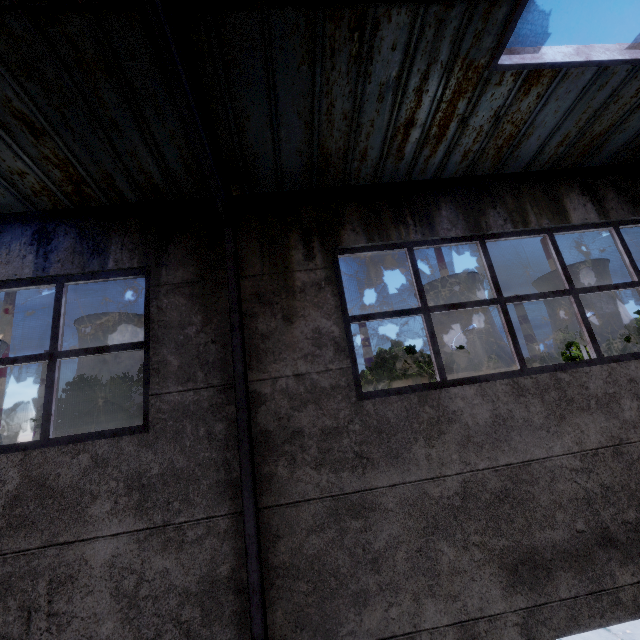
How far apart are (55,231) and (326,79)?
4.0 meters
